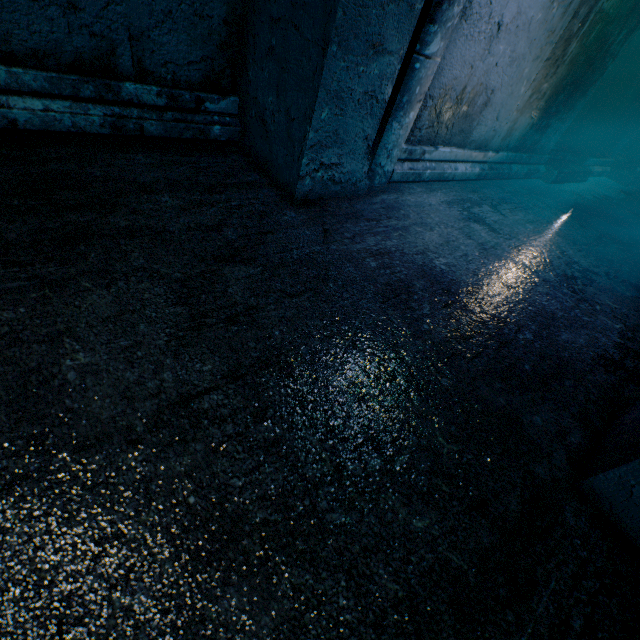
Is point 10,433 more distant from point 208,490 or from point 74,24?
point 74,24
